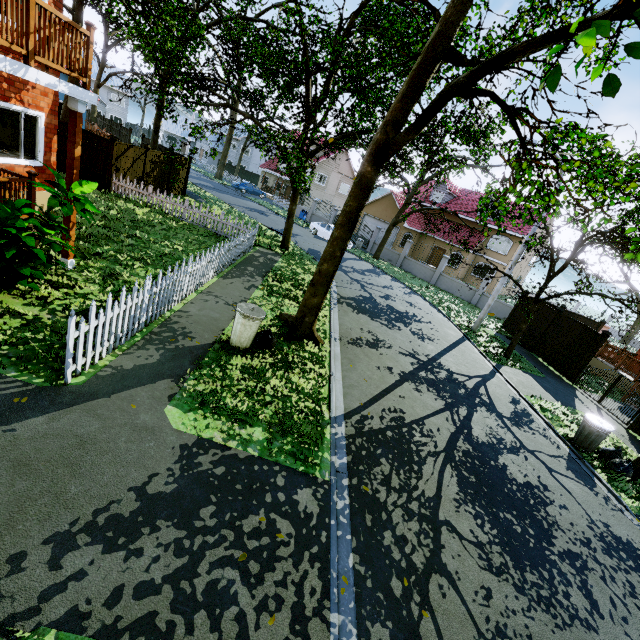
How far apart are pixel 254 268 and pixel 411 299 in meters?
10.1 m

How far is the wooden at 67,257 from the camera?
7.4m

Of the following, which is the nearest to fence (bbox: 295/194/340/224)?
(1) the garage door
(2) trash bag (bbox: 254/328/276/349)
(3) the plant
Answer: (3) the plant

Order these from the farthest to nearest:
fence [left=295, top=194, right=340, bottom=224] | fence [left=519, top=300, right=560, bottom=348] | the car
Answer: fence [left=295, top=194, right=340, bottom=224] → the car → fence [left=519, top=300, right=560, bottom=348]

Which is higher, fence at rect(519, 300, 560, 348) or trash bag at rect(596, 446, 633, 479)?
fence at rect(519, 300, 560, 348)

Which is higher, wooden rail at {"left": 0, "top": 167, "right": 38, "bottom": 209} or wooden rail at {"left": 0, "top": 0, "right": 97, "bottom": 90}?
wooden rail at {"left": 0, "top": 0, "right": 97, "bottom": 90}

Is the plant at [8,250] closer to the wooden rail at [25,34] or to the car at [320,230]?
the wooden rail at [25,34]

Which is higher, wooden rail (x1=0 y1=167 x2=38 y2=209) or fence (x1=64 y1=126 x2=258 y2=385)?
wooden rail (x1=0 y1=167 x2=38 y2=209)
